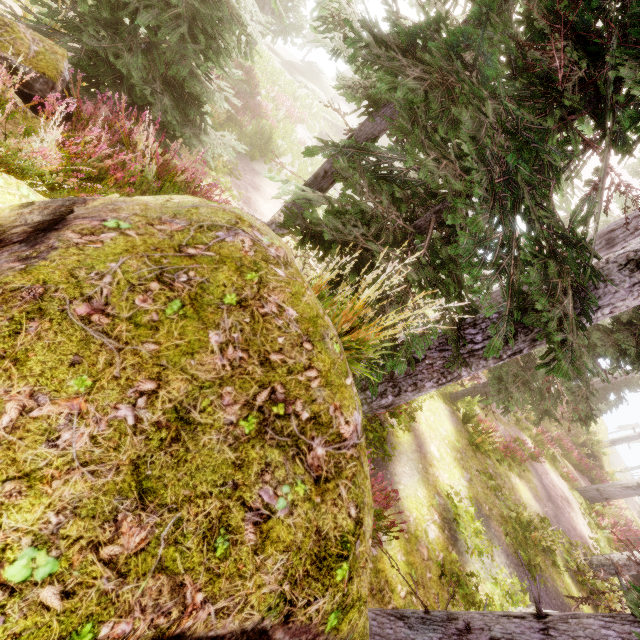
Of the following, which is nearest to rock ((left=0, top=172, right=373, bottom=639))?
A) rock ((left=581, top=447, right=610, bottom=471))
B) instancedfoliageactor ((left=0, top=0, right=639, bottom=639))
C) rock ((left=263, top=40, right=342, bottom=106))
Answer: instancedfoliageactor ((left=0, top=0, right=639, bottom=639))

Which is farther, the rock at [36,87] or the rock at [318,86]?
the rock at [318,86]

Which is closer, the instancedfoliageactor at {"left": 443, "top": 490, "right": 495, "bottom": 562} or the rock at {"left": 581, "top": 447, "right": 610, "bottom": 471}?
the instancedfoliageactor at {"left": 443, "top": 490, "right": 495, "bottom": 562}

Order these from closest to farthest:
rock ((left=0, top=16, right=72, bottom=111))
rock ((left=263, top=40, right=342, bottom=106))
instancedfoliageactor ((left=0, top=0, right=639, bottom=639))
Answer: instancedfoliageactor ((left=0, top=0, right=639, bottom=639)), rock ((left=0, top=16, right=72, bottom=111)), rock ((left=263, top=40, right=342, bottom=106))

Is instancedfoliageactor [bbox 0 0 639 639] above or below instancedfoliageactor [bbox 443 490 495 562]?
above

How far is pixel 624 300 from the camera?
5.0m

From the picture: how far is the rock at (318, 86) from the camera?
30.4 meters

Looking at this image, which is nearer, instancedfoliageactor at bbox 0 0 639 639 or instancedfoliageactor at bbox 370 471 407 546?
instancedfoliageactor at bbox 0 0 639 639
